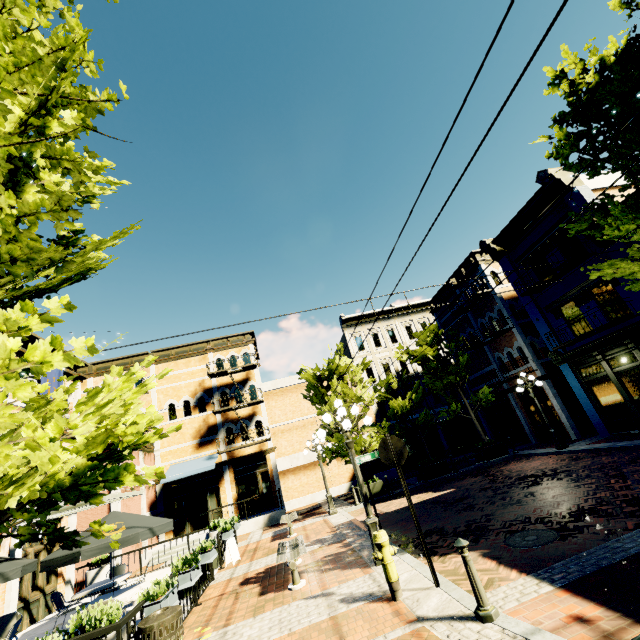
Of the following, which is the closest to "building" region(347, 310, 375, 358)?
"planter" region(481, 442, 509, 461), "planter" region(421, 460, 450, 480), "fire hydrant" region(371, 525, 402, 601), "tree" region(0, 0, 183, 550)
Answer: "tree" region(0, 0, 183, 550)

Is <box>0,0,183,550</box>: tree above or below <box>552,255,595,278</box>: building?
below

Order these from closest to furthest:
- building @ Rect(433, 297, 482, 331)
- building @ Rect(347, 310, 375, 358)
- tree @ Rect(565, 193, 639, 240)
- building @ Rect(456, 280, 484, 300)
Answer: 1. tree @ Rect(565, 193, 639, 240)
2. building @ Rect(456, 280, 484, 300)
3. building @ Rect(433, 297, 482, 331)
4. building @ Rect(347, 310, 375, 358)

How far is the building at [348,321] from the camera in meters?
29.0

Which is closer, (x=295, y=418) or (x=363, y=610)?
(x=363, y=610)

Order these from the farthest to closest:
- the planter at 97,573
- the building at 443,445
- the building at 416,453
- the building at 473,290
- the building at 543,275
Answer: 1. the building at 443,445
2. the building at 416,453
3. the building at 473,290
4. the building at 543,275
5. the planter at 97,573

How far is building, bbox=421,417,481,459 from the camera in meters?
25.6

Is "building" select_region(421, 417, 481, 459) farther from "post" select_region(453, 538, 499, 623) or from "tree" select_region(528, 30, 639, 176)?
"post" select_region(453, 538, 499, 623)
